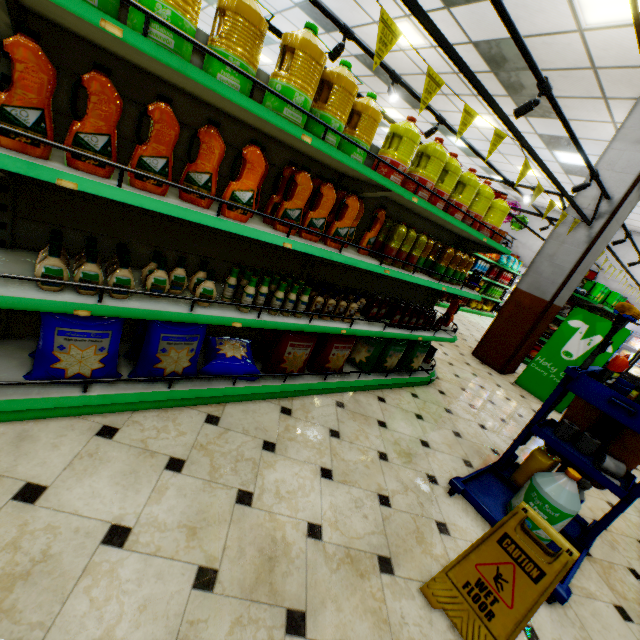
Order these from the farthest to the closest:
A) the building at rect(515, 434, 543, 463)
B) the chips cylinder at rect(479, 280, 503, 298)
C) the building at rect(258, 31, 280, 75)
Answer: the chips cylinder at rect(479, 280, 503, 298) < the building at rect(258, 31, 280, 75) < the building at rect(515, 434, 543, 463)

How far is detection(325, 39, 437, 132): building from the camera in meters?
8.1 m

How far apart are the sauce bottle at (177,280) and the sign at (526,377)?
6.22m

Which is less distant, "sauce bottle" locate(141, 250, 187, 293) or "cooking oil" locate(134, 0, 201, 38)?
"cooking oil" locate(134, 0, 201, 38)

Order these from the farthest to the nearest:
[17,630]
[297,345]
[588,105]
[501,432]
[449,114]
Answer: [449,114] → [588,105] → [501,432] → [297,345] → [17,630]

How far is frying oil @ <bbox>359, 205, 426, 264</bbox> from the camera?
2.73m

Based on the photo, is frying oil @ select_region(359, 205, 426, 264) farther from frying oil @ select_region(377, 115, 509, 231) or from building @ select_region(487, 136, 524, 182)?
building @ select_region(487, 136, 524, 182)

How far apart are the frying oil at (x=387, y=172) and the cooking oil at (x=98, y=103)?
1.7m
